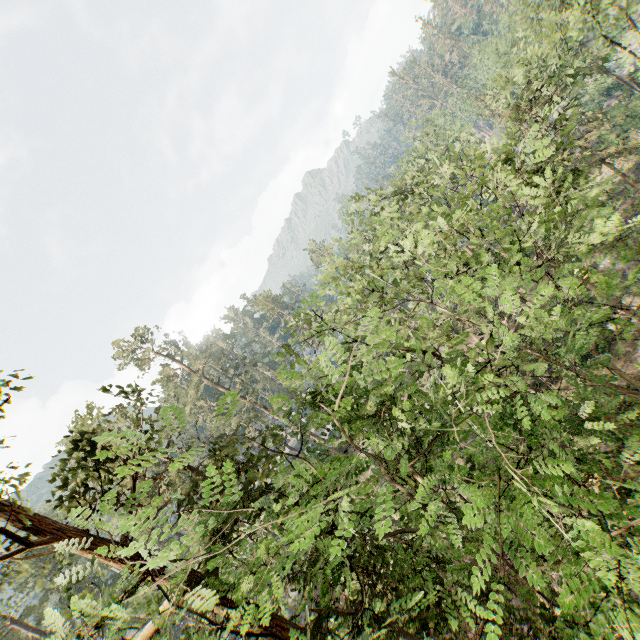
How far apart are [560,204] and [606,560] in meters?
12.5
